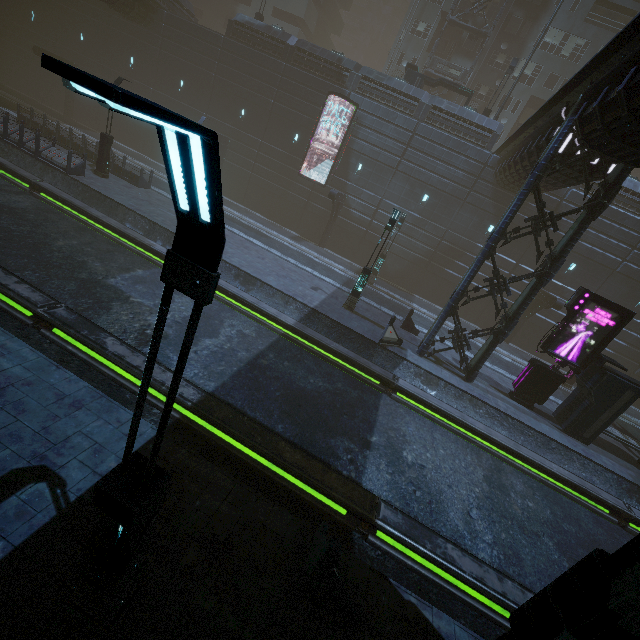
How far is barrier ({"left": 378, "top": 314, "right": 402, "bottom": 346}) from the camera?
15.4m

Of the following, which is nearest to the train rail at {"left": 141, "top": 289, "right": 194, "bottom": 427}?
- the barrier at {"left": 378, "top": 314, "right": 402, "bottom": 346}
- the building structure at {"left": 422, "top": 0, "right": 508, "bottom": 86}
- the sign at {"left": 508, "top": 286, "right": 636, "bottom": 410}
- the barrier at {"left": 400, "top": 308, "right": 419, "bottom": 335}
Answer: the barrier at {"left": 378, "top": 314, "right": 402, "bottom": 346}

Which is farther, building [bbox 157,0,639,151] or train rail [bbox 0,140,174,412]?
building [bbox 157,0,639,151]

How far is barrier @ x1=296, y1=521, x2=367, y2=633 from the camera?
4.66m

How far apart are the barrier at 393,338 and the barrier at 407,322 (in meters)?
2.76

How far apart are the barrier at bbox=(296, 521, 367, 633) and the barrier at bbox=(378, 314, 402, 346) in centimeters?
994cm

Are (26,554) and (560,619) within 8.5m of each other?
yes

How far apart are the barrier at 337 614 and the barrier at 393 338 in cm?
994
